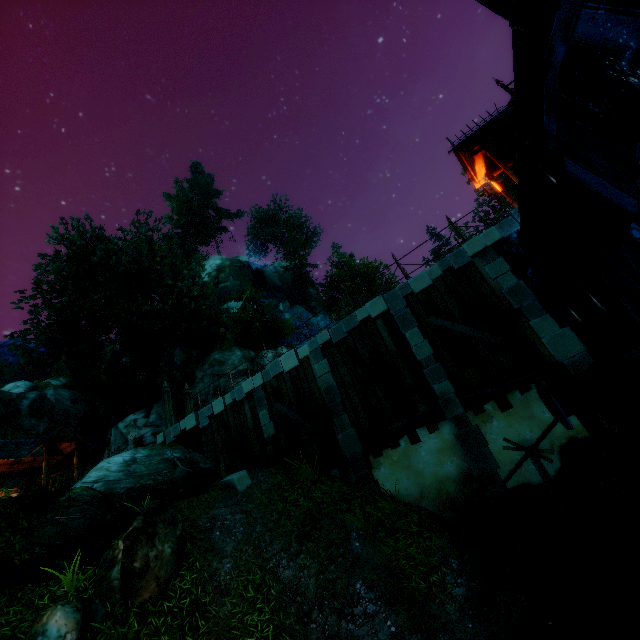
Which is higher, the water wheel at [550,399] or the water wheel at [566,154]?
the water wheel at [566,154]

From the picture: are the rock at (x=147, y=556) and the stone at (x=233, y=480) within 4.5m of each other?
yes

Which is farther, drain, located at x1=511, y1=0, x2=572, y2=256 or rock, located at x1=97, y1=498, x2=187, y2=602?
rock, located at x1=97, y1=498, x2=187, y2=602

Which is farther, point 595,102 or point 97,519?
point 97,519

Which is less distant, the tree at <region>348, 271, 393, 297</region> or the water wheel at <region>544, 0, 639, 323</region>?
the water wheel at <region>544, 0, 639, 323</region>

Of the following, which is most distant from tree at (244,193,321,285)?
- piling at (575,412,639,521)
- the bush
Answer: piling at (575,412,639,521)

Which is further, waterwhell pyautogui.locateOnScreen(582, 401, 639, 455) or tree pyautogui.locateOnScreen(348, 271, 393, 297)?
tree pyautogui.locateOnScreen(348, 271, 393, 297)

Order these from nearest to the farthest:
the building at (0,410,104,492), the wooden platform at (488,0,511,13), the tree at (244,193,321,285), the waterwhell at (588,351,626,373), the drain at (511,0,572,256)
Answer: the waterwhell at (588,351,626,373), the drain at (511,0,572,256), the wooden platform at (488,0,511,13), the building at (0,410,104,492), the tree at (244,193,321,285)
